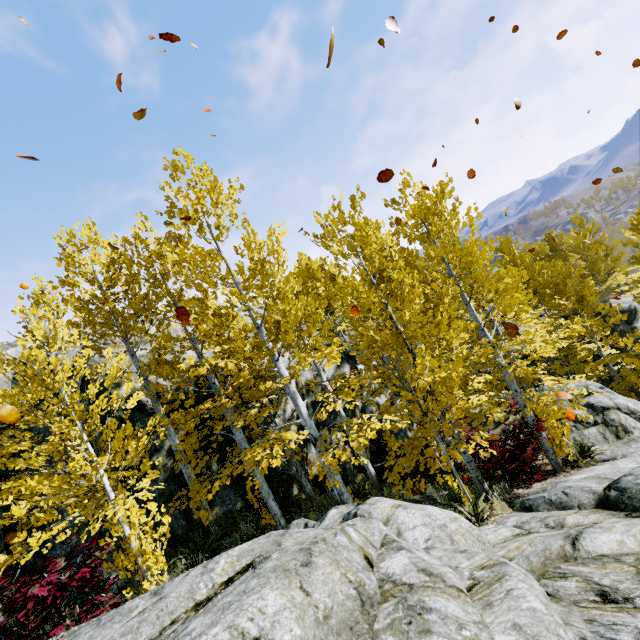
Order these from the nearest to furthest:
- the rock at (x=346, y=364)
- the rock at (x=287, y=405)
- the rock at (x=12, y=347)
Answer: the rock at (x=287, y=405), the rock at (x=346, y=364), the rock at (x=12, y=347)

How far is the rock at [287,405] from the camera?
11.6 meters

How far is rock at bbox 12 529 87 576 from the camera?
7.7 meters

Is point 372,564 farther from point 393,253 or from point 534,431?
point 534,431

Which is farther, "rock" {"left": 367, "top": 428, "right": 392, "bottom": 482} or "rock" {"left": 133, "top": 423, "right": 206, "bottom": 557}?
"rock" {"left": 367, "top": 428, "right": 392, "bottom": 482}

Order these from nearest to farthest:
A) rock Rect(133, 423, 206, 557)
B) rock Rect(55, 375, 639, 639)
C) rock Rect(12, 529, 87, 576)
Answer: rock Rect(55, 375, 639, 639) < rock Rect(12, 529, 87, 576) < rock Rect(133, 423, 206, 557)

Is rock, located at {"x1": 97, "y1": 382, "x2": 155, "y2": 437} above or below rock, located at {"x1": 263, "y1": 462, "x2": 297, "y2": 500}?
above
